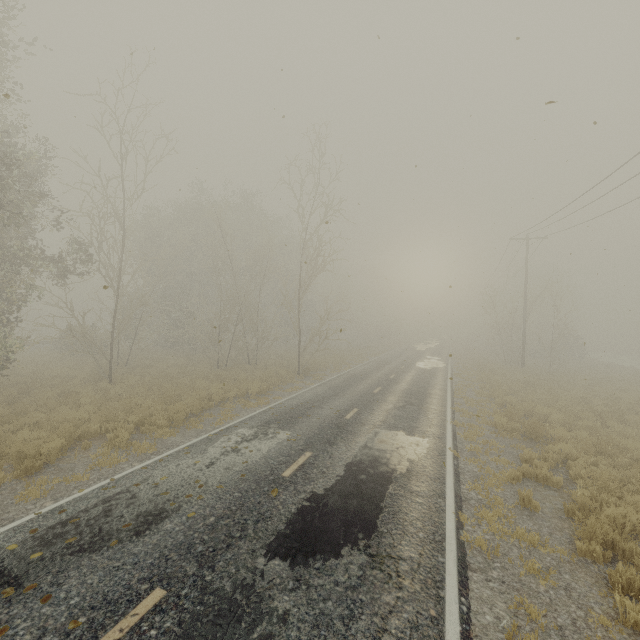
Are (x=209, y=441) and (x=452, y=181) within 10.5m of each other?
no
